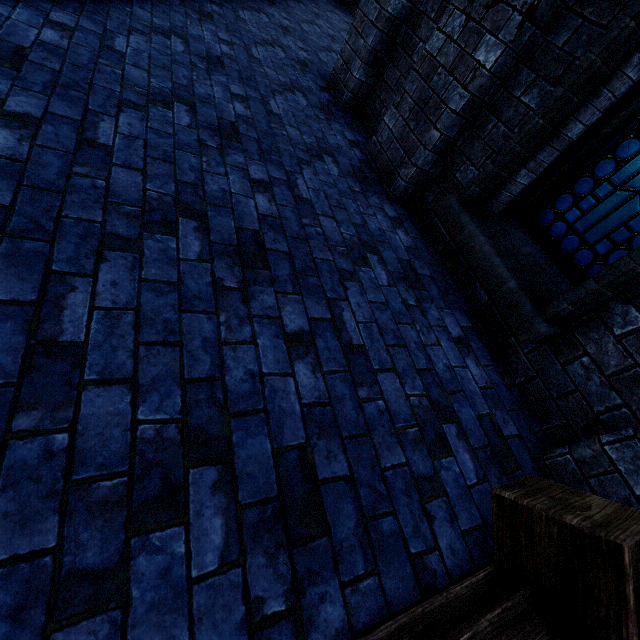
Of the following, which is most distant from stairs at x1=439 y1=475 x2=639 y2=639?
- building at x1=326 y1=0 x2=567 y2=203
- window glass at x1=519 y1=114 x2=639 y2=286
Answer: window glass at x1=519 y1=114 x2=639 y2=286

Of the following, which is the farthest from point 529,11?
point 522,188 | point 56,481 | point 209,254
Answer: point 56,481

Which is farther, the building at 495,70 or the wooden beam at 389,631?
the building at 495,70

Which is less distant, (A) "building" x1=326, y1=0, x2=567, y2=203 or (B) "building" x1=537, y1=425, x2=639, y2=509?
(B) "building" x1=537, y1=425, x2=639, y2=509

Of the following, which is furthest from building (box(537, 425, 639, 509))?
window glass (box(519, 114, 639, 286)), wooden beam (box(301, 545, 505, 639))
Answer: window glass (box(519, 114, 639, 286))

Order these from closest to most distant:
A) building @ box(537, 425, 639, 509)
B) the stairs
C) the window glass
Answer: the stairs
building @ box(537, 425, 639, 509)
the window glass

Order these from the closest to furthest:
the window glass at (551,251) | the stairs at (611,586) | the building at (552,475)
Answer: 1. the stairs at (611,586)
2. the building at (552,475)
3. the window glass at (551,251)
